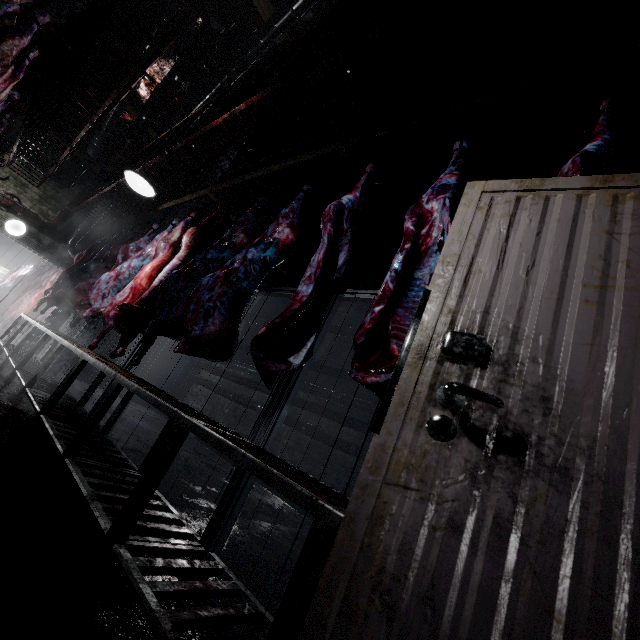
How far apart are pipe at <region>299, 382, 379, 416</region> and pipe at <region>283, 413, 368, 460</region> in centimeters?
11cm

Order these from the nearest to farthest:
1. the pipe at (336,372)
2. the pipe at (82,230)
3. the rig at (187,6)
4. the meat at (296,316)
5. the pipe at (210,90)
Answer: the meat at (296,316), the rig at (187,6), the pipe at (210,90), the pipe at (336,372), the pipe at (82,230)

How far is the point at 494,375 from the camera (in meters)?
0.76

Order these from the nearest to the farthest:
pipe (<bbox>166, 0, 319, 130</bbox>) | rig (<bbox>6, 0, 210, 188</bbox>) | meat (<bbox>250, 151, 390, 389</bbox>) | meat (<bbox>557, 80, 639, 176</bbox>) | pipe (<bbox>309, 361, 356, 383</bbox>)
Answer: meat (<bbox>557, 80, 639, 176</bbox>)
meat (<bbox>250, 151, 390, 389</bbox>)
rig (<bbox>6, 0, 210, 188</bbox>)
pipe (<bbox>166, 0, 319, 130</bbox>)
pipe (<bbox>309, 361, 356, 383</bbox>)

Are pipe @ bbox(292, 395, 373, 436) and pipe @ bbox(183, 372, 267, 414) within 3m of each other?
yes

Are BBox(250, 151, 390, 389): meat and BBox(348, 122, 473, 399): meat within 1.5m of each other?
yes

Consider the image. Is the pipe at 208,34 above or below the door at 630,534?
above

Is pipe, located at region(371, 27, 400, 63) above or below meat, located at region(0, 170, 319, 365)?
above
